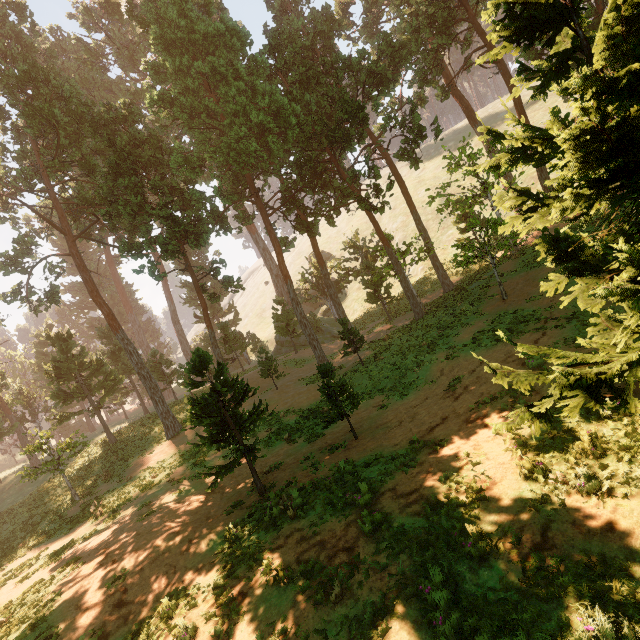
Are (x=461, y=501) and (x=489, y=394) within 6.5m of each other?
yes
